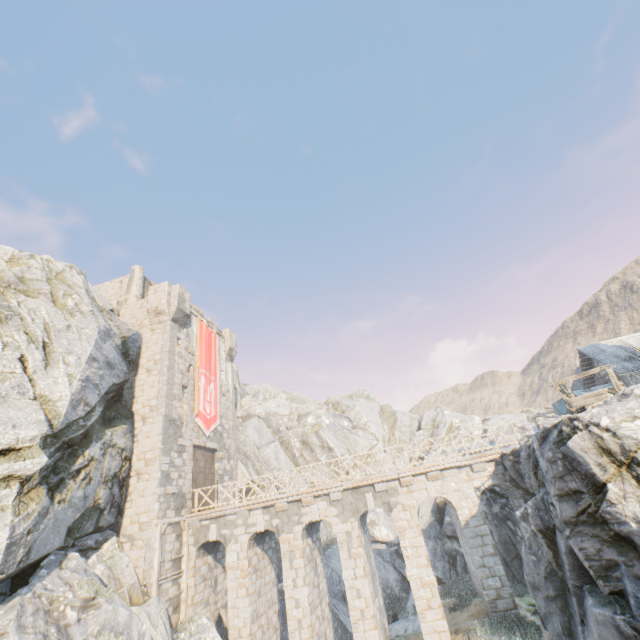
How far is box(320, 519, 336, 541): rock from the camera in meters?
27.2

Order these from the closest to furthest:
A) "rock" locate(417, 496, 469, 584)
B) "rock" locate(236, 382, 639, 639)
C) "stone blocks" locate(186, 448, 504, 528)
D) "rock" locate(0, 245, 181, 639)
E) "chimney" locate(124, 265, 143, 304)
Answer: "rock" locate(236, 382, 639, 639) < "rock" locate(0, 245, 181, 639) < "stone blocks" locate(186, 448, 504, 528) < "rock" locate(417, 496, 469, 584) < "chimney" locate(124, 265, 143, 304)

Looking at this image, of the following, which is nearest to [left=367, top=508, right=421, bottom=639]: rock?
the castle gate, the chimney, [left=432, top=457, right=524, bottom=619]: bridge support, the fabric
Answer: [left=432, top=457, right=524, bottom=619]: bridge support

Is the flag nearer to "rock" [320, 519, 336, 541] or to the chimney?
"rock" [320, 519, 336, 541]

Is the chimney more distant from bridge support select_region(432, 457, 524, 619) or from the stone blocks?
bridge support select_region(432, 457, 524, 619)

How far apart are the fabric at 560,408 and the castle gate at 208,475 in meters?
25.3

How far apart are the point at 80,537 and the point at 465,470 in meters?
17.7

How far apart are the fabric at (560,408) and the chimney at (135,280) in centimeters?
3287cm
